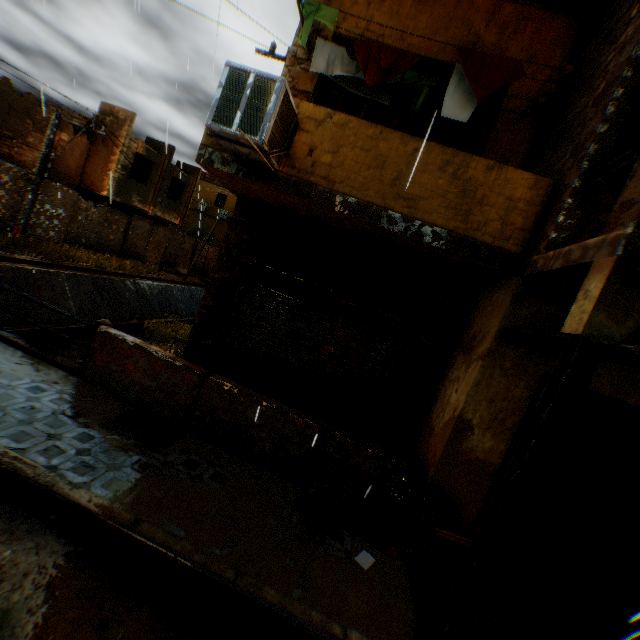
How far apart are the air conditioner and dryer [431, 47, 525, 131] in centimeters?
142cm

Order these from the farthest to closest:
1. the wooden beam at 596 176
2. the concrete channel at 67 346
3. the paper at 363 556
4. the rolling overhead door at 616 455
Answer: the concrete channel at 67 346
the rolling overhead door at 616 455
the paper at 363 556
the wooden beam at 596 176

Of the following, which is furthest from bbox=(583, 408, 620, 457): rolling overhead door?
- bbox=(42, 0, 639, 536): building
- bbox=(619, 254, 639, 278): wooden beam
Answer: bbox=(619, 254, 639, 278): wooden beam

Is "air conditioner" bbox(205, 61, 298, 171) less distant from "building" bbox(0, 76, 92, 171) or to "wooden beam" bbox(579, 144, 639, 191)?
"building" bbox(0, 76, 92, 171)

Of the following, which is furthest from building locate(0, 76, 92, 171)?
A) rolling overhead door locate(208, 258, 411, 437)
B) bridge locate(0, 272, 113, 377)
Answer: bridge locate(0, 272, 113, 377)

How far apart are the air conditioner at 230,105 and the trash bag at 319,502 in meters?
3.8

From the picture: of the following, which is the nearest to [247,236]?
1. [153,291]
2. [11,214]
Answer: [11,214]

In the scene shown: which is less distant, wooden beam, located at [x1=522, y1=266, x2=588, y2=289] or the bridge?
wooden beam, located at [x1=522, y1=266, x2=588, y2=289]
